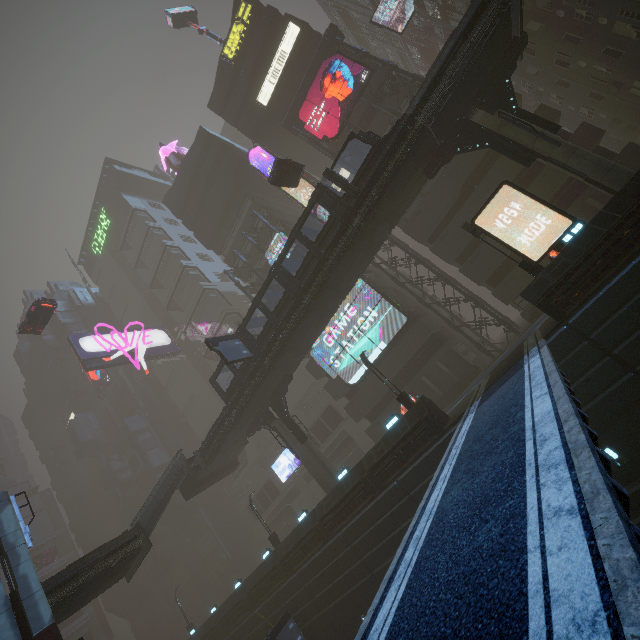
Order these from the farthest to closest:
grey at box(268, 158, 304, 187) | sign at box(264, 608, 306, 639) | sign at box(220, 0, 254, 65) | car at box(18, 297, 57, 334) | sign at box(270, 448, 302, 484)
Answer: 1. sign at box(270, 448, 302, 484)
2. sign at box(220, 0, 254, 65)
3. car at box(18, 297, 57, 334)
4. grey at box(268, 158, 304, 187)
5. sign at box(264, 608, 306, 639)

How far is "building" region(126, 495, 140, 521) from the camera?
59.2m

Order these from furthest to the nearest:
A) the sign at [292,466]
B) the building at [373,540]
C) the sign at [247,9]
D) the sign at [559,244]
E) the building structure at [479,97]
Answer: the sign at [292,466], the sign at [247,9], the building at [373,540], the building structure at [479,97], the sign at [559,244]

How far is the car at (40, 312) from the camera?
29.6m

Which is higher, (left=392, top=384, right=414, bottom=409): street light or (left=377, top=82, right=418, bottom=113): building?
(left=377, top=82, right=418, bottom=113): building

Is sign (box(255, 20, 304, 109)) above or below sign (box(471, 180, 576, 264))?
above

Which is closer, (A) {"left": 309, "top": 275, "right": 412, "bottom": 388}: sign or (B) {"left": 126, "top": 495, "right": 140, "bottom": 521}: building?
(A) {"left": 309, "top": 275, "right": 412, "bottom": 388}: sign

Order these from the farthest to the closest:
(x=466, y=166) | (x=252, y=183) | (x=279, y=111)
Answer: (x=252, y=183) < (x=279, y=111) < (x=466, y=166)
